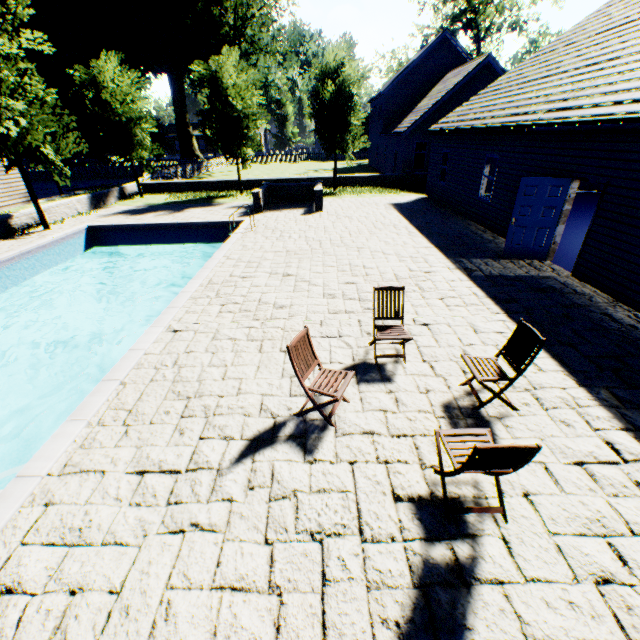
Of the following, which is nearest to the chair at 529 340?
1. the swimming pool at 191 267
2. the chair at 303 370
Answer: the chair at 303 370

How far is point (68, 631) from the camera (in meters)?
2.51

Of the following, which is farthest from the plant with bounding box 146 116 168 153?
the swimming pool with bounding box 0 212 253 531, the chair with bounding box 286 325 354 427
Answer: the chair with bounding box 286 325 354 427

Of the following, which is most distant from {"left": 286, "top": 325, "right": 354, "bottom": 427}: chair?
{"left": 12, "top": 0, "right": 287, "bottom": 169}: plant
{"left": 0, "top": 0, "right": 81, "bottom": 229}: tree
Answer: {"left": 12, "top": 0, "right": 287, "bottom": 169}: plant

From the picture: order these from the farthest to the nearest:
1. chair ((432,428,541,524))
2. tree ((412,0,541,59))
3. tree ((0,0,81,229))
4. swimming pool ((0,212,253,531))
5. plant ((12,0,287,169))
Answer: tree ((412,0,541,59))
plant ((12,0,287,169))
tree ((0,0,81,229))
swimming pool ((0,212,253,531))
chair ((432,428,541,524))

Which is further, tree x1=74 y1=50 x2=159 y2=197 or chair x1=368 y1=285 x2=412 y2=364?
tree x1=74 y1=50 x2=159 y2=197

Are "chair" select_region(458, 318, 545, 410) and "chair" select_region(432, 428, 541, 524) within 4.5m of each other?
yes

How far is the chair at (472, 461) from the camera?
2.57m
